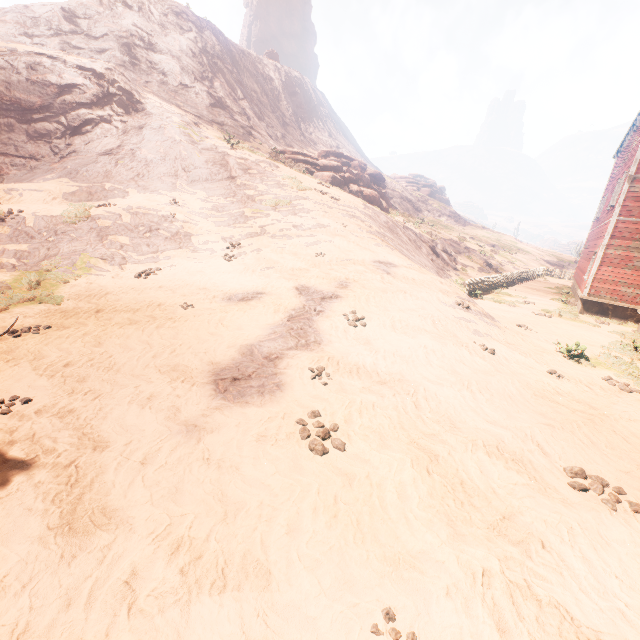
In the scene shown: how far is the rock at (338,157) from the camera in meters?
27.1 m

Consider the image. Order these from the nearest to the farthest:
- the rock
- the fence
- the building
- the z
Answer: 1. the z
2. the building
3. the fence
4. the rock

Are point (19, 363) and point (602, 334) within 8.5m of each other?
no

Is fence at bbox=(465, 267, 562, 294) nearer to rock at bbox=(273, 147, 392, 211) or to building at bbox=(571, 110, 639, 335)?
building at bbox=(571, 110, 639, 335)

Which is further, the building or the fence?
the fence

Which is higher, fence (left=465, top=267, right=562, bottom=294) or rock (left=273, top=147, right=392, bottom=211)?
rock (left=273, top=147, right=392, bottom=211)

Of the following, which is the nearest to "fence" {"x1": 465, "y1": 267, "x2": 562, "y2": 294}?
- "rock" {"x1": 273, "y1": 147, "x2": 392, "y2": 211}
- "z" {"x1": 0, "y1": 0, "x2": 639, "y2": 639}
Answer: "z" {"x1": 0, "y1": 0, "x2": 639, "y2": 639}

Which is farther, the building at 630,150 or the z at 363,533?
the building at 630,150
